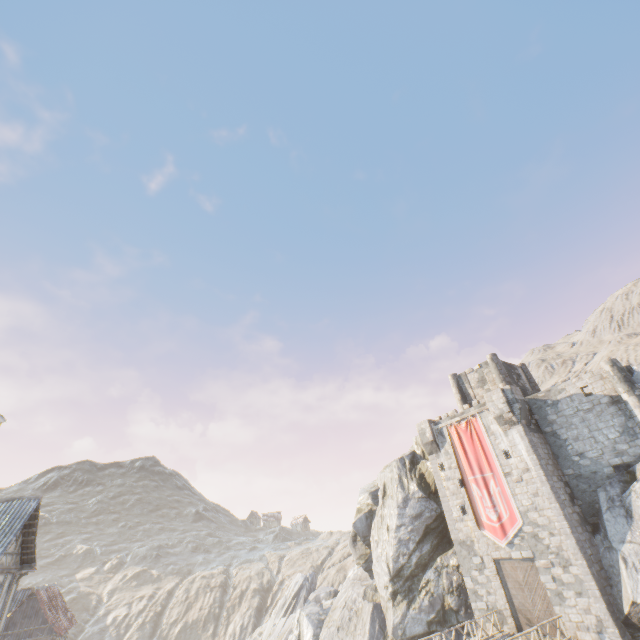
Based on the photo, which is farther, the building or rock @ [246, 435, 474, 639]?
rock @ [246, 435, 474, 639]

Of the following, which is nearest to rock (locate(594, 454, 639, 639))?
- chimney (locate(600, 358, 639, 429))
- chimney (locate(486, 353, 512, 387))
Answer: chimney (locate(600, 358, 639, 429))

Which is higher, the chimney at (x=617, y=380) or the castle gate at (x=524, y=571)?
the chimney at (x=617, y=380)

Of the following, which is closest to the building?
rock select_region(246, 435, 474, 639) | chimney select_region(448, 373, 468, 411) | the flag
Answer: the flag

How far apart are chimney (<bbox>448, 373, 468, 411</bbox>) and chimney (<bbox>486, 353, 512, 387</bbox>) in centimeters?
319cm

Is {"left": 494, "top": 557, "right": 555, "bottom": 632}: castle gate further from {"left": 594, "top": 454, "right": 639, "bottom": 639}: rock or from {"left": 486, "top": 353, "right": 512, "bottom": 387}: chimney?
{"left": 486, "top": 353, "right": 512, "bottom": 387}: chimney

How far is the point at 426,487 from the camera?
31.0 meters

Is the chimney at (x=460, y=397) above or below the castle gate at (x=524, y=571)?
above
